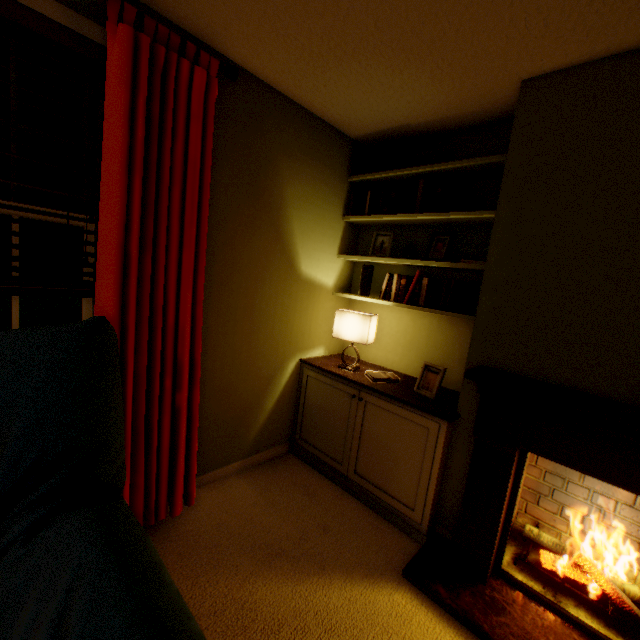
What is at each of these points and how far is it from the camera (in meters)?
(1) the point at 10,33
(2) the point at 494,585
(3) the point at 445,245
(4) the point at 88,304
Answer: (1) window, 1.21
(2) fireplace, 1.59
(3) photo frame, 2.09
(4) window, 1.52

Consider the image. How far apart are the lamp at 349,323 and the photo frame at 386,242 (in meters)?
0.47

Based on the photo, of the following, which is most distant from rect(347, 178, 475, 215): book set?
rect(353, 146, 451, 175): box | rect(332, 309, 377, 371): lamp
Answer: rect(332, 309, 377, 371): lamp

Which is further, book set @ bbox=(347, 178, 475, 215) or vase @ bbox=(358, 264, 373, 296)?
vase @ bbox=(358, 264, 373, 296)

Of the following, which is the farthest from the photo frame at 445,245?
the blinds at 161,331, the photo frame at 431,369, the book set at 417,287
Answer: the blinds at 161,331

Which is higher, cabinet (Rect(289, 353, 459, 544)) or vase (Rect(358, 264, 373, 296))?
vase (Rect(358, 264, 373, 296))

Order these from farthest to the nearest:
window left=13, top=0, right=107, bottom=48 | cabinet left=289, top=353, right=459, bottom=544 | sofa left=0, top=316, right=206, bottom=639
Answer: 1. cabinet left=289, top=353, right=459, bottom=544
2. window left=13, top=0, right=107, bottom=48
3. sofa left=0, top=316, right=206, bottom=639

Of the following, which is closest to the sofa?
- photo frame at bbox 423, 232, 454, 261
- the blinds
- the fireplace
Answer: the blinds
